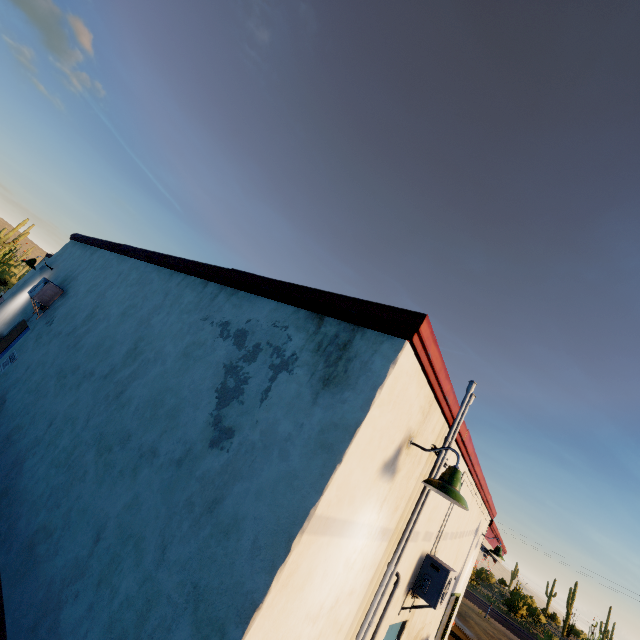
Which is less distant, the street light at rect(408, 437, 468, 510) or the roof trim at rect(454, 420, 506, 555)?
the street light at rect(408, 437, 468, 510)

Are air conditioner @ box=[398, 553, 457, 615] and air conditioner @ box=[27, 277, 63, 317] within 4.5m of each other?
no

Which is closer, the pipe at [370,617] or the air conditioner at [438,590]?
the pipe at [370,617]

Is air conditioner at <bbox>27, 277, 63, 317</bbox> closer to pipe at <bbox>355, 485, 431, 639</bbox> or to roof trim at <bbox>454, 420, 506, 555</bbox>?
roof trim at <bbox>454, 420, 506, 555</bbox>

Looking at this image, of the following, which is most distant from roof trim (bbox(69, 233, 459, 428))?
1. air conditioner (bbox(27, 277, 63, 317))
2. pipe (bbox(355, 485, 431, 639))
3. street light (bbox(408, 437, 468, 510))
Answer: air conditioner (bbox(27, 277, 63, 317))

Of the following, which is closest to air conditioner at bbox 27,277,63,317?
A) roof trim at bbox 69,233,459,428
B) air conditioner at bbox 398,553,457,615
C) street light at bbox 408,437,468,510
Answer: roof trim at bbox 69,233,459,428

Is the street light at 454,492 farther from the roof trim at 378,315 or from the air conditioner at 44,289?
the air conditioner at 44,289

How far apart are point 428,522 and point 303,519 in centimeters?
338cm
